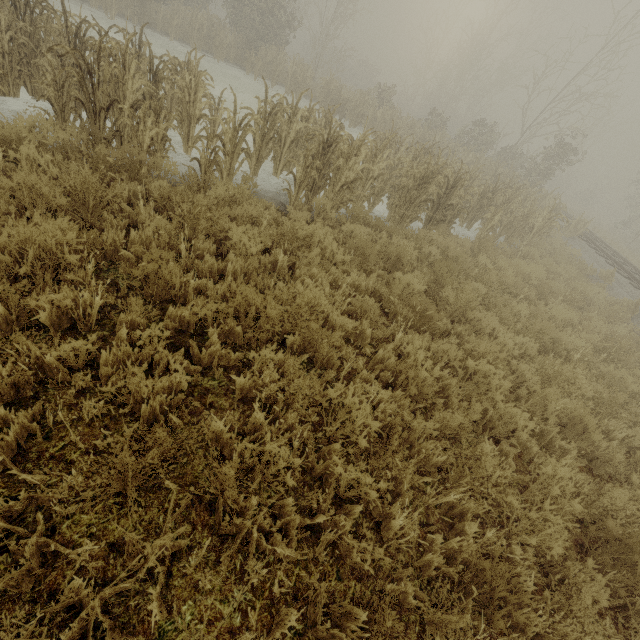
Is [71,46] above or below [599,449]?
above
